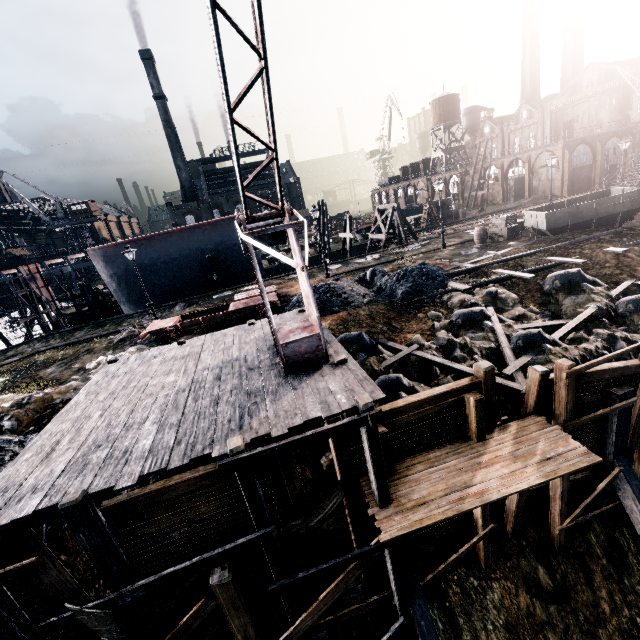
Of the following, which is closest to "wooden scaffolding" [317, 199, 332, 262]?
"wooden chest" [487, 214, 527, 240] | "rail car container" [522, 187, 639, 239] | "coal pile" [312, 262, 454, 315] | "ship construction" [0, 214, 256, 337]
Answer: "ship construction" [0, 214, 256, 337]

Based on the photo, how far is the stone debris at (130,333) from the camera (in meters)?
21.38

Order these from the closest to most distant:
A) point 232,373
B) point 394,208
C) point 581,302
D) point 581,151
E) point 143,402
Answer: point 143,402
point 232,373
point 581,302
point 394,208
point 581,151

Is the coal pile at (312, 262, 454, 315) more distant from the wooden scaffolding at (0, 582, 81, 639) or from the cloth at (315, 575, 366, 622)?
the cloth at (315, 575, 366, 622)

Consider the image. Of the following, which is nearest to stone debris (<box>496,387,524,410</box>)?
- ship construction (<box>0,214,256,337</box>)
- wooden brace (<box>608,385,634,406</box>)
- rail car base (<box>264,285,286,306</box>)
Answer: wooden brace (<box>608,385,634,406</box>)

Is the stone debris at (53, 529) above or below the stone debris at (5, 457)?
below

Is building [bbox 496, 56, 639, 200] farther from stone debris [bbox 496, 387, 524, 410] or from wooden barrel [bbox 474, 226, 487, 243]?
stone debris [bbox 496, 387, 524, 410]

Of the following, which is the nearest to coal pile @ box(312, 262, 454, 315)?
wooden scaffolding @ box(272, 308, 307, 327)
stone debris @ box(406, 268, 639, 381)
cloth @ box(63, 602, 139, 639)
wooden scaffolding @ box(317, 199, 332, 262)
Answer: stone debris @ box(406, 268, 639, 381)
